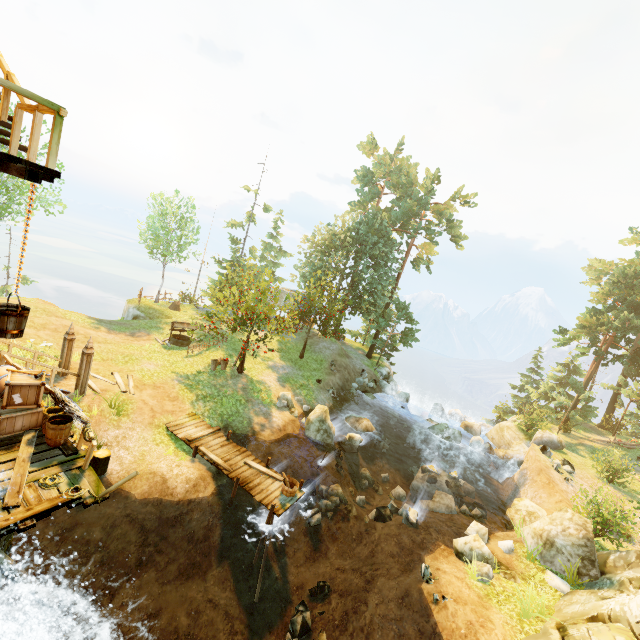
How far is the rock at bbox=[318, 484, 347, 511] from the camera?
Answer: 15.2 meters

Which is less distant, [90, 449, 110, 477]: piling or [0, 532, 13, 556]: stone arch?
[0, 532, 13, 556]: stone arch

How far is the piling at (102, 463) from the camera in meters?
11.4 m

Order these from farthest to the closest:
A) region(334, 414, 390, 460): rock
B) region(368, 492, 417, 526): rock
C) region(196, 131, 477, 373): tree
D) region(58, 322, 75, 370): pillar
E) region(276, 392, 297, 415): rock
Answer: region(196, 131, 477, 373): tree < region(276, 392, 297, 415): rock < region(334, 414, 390, 460): rock < region(368, 492, 417, 526): rock < region(58, 322, 75, 370): pillar

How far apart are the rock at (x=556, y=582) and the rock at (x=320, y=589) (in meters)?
8.38

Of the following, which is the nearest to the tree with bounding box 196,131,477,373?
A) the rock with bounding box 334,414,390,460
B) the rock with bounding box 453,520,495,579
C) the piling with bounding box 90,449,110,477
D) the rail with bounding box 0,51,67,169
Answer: the rock with bounding box 334,414,390,460

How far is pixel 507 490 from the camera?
21.6 meters

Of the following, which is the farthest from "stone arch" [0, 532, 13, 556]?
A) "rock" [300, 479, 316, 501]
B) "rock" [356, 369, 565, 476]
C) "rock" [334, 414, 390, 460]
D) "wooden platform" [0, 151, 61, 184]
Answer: "rock" [356, 369, 565, 476]
